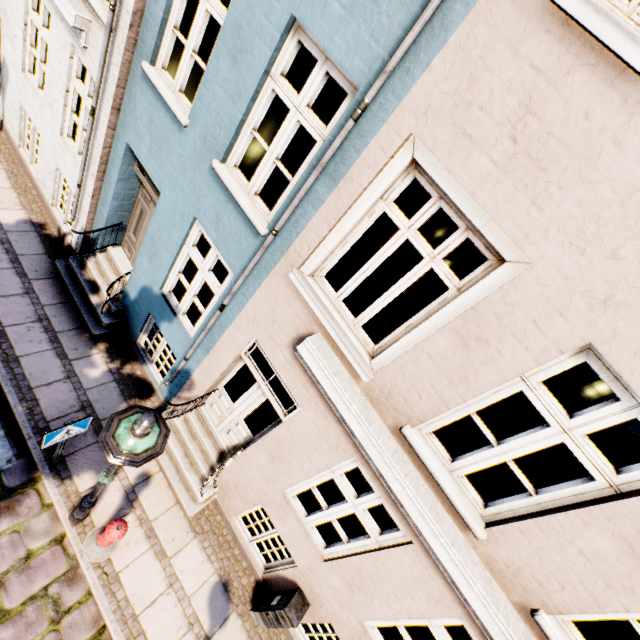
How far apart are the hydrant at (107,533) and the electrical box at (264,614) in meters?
2.5 m

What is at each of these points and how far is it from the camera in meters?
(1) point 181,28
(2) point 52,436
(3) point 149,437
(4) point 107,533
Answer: (1) building, 4.8 m
(2) sign, 3.9 m
(3) street light, 2.8 m
(4) hydrant, 4.2 m

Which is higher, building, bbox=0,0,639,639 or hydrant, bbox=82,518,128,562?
building, bbox=0,0,639,639

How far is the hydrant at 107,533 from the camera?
4.2 meters

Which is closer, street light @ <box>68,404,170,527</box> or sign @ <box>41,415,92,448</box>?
street light @ <box>68,404,170,527</box>

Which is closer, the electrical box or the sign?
the sign

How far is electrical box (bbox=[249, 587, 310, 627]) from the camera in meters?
4.8

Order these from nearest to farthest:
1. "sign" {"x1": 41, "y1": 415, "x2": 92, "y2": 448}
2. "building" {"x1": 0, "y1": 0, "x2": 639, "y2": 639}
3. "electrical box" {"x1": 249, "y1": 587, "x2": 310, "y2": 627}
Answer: "building" {"x1": 0, "y1": 0, "x2": 639, "y2": 639} < "sign" {"x1": 41, "y1": 415, "x2": 92, "y2": 448} < "electrical box" {"x1": 249, "y1": 587, "x2": 310, "y2": 627}
